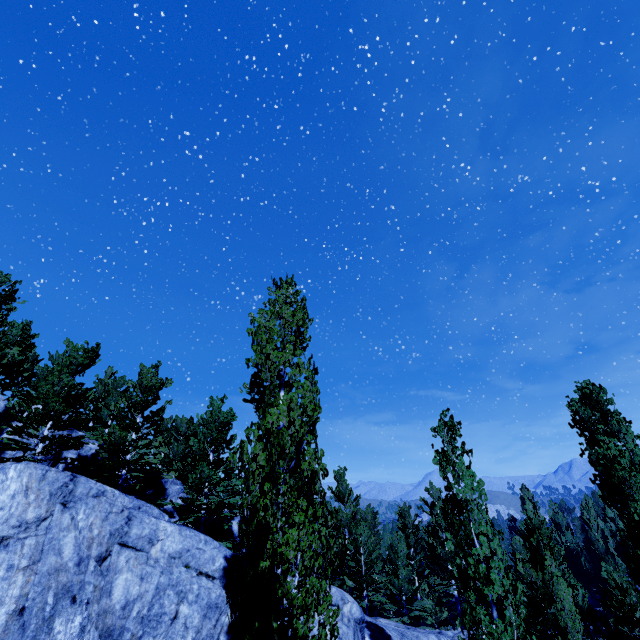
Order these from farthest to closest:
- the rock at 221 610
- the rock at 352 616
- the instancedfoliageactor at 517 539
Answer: the rock at 352 616 → the rock at 221 610 → the instancedfoliageactor at 517 539

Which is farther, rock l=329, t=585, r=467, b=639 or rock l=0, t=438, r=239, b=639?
rock l=329, t=585, r=467, b=639

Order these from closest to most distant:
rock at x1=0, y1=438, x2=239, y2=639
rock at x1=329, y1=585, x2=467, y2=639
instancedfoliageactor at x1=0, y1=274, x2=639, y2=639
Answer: instancedfoliageactor at x1=0, y1=274, x2=639, y2=639 → rock at x1=0, y1=438, x2=239, y2=639 → rock at x1=329, y1=585, x2=467, y2=639

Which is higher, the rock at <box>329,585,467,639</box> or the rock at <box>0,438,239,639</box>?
the rock at <box>0,438,239,639</box>

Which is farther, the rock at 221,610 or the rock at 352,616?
the rock at 352,616

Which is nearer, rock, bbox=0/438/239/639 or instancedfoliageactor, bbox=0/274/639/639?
instancedfoliageactor, bbox=0/274/639/639

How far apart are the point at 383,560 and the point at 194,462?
21.36m
